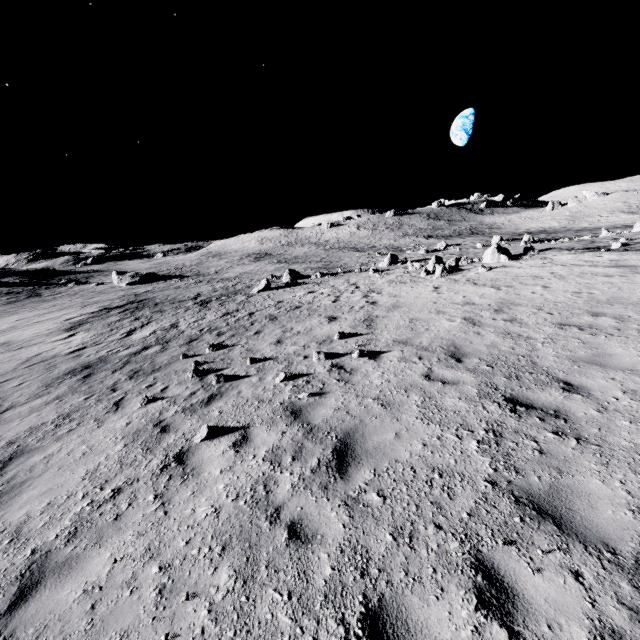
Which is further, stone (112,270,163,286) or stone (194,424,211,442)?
stone (112,270,163,286)

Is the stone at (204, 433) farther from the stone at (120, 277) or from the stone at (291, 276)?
the stone at (120, 277)

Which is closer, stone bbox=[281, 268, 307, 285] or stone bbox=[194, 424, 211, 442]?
stone bbox=[194, 424, 211, 442]

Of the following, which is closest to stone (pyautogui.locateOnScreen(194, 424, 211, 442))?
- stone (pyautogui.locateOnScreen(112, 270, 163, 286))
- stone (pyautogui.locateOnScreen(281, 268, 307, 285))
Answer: stone (pyautogui.locateOnScreen(281, 268, 307, 285))

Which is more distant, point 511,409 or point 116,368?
point 116,368

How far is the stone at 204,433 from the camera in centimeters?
592cm
